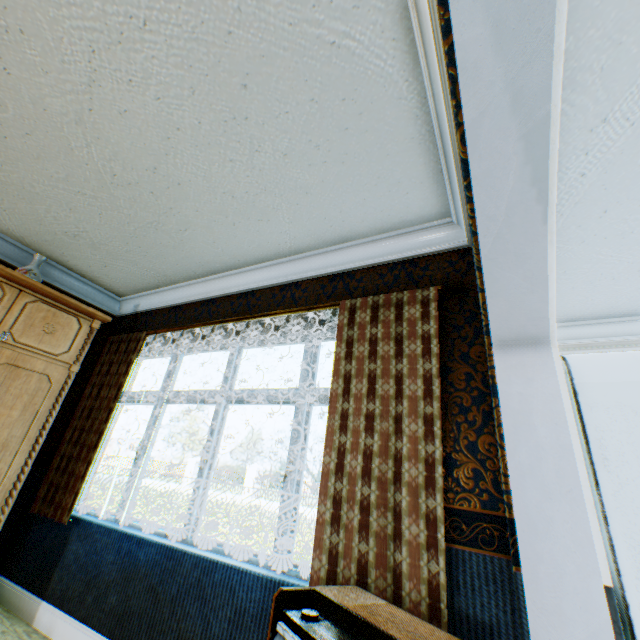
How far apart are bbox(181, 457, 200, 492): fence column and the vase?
23.48m

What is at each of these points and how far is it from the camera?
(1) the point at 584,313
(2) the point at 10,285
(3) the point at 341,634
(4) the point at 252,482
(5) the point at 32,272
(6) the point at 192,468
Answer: (1) building, 3.32m
(2) cabinet, 2.71m
(3) dehumidifier, 1.18m
(4) fence column, 20.34m
(5) vase, 3.03m
(6) fence column, 23.06m

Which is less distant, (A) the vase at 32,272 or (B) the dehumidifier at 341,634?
(B) the dehumidifier at 341,634

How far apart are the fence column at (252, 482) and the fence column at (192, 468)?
4.7m

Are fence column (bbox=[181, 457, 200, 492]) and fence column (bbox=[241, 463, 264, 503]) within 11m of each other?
yes

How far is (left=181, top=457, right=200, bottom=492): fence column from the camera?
22.6m

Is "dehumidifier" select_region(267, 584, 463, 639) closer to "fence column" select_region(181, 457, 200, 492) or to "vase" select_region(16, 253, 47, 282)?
"vase" select_region(16, 253, 47, 282)

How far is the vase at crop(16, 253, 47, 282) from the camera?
3.0m
